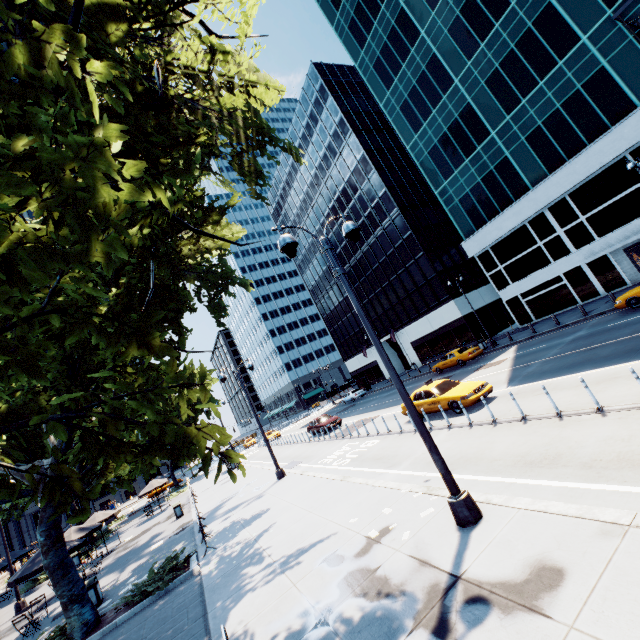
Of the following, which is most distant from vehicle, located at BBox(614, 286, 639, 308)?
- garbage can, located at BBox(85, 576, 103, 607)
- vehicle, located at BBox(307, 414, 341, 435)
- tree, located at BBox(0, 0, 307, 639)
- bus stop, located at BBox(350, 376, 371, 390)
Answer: bus stop, located at BBox(350, 376, 371, 390)

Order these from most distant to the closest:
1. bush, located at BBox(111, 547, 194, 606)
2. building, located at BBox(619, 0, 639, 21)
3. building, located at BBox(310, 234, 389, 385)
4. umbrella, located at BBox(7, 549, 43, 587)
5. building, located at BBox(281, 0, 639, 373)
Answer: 1. building, located at BBox(310, 234, 389, 385)
2. building, located at BBox(281, 0, 639, 373)
3. building, located at BBox(619, 0, 639, 21)
4. umbrella, located at BBox(7, 549, 43, 587)
5. bush, located at BBox(111, 547, 194, 606)

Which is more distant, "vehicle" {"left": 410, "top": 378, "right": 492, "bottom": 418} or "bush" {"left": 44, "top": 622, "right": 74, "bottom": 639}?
"vehicle" {"left": 410, "top": 378, "right": 492, "bottom": 418}

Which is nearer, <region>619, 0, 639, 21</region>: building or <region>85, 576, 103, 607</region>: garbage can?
<region>85, 576, 103, 607</region>: garbage can

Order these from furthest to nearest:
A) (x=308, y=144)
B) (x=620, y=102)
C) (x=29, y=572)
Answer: (x=308, y=144) < (x=620, y=102) < (x=29, y=572)

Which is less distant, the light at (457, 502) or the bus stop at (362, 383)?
the light at (457, 502)

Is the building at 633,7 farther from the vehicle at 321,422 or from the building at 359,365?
the vehicle at 321,422

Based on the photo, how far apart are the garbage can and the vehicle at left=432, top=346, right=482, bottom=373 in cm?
2733
